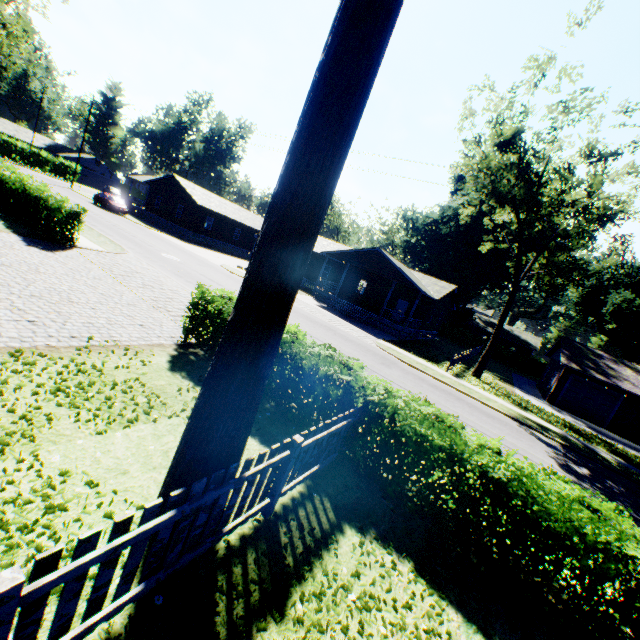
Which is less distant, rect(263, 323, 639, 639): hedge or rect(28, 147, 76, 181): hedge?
rect(263, 323, 639, 639): hedge

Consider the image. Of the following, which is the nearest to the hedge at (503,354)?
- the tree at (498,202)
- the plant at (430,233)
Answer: the plant at (430,233)

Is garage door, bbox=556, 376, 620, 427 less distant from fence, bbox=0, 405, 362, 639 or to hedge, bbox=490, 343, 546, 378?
hedge, bbox=490, 343, 546, 378

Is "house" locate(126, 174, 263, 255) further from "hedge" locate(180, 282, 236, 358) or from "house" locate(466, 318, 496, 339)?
"hedge" locate(180, 282, 236, 358)

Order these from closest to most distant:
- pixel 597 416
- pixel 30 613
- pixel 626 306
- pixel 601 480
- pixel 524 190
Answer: pixel 30 613, pixel 601 480, pixel 524 190, pixel 597 416, pixel 626 306

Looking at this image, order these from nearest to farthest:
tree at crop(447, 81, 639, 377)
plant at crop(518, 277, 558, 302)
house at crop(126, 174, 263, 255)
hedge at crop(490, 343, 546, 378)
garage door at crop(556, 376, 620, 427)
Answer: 1. tree at crop(447, 81, 639, 377)
2. garage door at crop(556, 376, 620, 427)
3. house at crop(126, 174, 263, 255)
4. hedge at crop(490, 343, 546, 378)
5. plant at crop(518, 277, 558, 302)

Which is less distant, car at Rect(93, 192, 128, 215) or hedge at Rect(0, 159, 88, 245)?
hedge at Rect(0, 159, 88, 245)

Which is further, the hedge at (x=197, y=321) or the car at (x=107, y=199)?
the car at (x=107, y=199)
